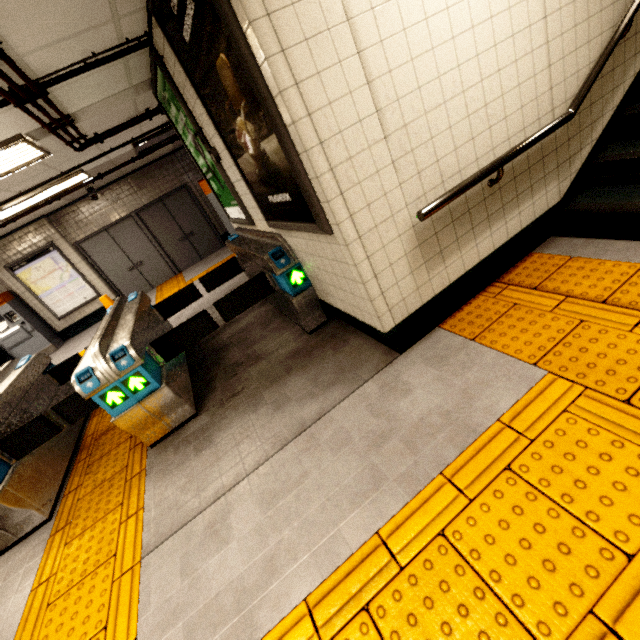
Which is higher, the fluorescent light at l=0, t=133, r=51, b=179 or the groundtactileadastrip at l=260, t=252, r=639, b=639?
the fluorescent light at l=0, t=133, r=51, b=179

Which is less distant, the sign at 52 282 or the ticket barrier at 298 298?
the ticket barrier at 298 298

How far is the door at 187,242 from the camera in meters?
9.5 m

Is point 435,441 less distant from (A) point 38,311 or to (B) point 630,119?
(B) point 630,119

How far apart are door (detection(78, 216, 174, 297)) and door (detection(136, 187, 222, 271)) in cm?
14

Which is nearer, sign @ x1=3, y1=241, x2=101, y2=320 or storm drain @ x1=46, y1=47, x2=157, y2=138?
storm drain @ x1=46, y1=47, x2=157, y2=138

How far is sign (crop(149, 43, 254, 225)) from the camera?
3.14m

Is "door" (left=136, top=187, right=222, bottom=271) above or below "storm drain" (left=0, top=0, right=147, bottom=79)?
below
